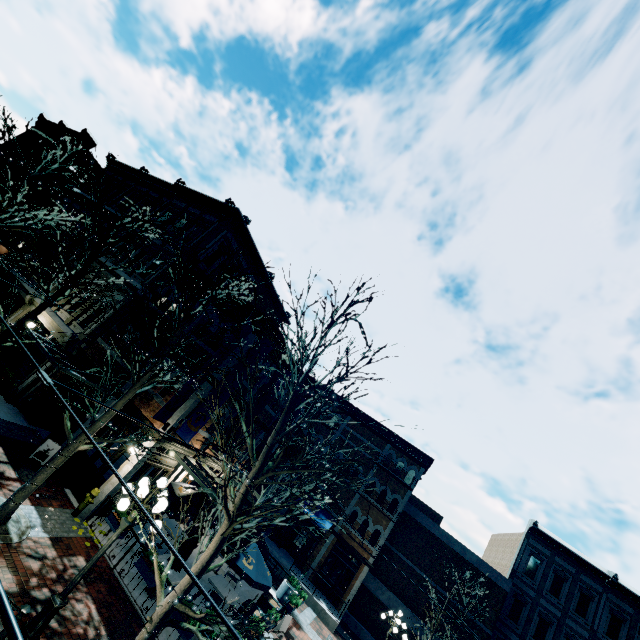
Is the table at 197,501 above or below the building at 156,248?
below

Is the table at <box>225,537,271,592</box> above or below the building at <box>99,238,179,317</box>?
below

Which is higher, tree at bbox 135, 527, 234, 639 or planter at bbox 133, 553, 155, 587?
tree at bbox 135, 527, 234, 639

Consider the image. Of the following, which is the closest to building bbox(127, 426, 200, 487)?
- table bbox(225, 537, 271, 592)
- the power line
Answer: table bbox(225, 537, 271, 592)

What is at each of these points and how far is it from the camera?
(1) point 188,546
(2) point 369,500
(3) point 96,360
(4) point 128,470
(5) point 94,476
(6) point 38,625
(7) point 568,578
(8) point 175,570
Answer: (1) table, 10.8m
(2) building, 24.4m
(3) building, 15.1m
(4) building, 11.7m
(5) building, 12.1m
(6) light, 6.4m
(7) building, 22.7m
(8) table, 10.5m

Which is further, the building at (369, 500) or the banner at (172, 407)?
the building at (369, 500)

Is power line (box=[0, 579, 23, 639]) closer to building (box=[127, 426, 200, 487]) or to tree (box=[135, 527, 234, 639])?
tree (box=[135, 527, 234, 639])

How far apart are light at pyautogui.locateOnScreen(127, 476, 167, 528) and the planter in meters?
3.1 m
